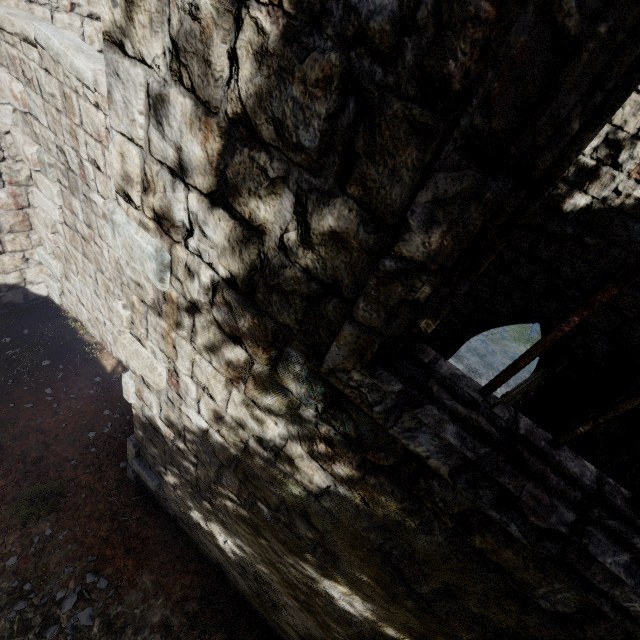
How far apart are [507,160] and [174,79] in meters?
1.5
